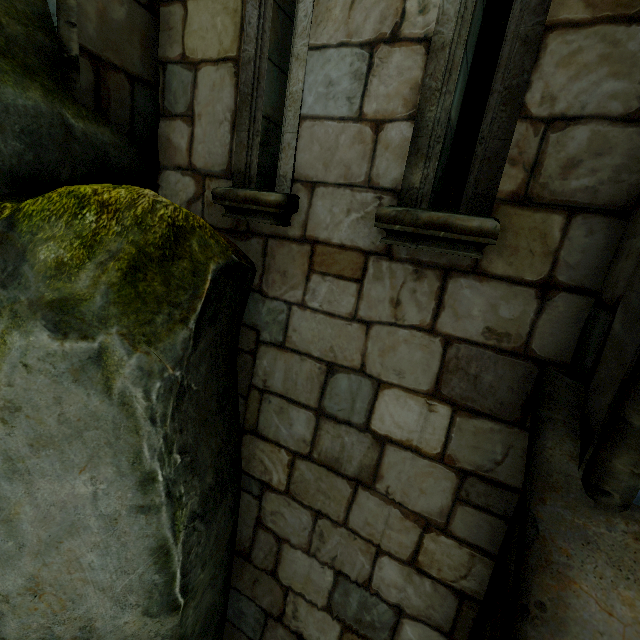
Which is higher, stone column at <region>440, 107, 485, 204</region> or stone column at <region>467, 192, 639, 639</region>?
stone column at <region>440, 107, 485, 204</region>

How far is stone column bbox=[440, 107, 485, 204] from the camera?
7.82m

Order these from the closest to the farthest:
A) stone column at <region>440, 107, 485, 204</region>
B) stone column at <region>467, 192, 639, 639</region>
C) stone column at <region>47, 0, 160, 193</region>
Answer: stone column at <region>467, 192, 639, 639</region>
stone column at <region>47, 0, 160, 193</region>
stone column at <region>440, 107, 485, 204</region>

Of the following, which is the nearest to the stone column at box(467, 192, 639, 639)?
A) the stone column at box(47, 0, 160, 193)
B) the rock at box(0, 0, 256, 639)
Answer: the rock at box(0, 0, 256, 639)

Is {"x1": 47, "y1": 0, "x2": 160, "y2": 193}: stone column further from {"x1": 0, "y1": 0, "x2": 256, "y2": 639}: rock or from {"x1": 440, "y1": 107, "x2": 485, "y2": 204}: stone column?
{"x1": 440, "y1": 107, "x2": 485, "y2": 204}: stone column

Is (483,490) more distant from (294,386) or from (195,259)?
(195,259)

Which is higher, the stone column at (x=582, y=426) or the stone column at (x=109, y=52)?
the stone column at (x=109, y=52)

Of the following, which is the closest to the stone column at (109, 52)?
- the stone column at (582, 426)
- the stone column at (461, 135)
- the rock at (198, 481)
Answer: the rock at (198, 481)
